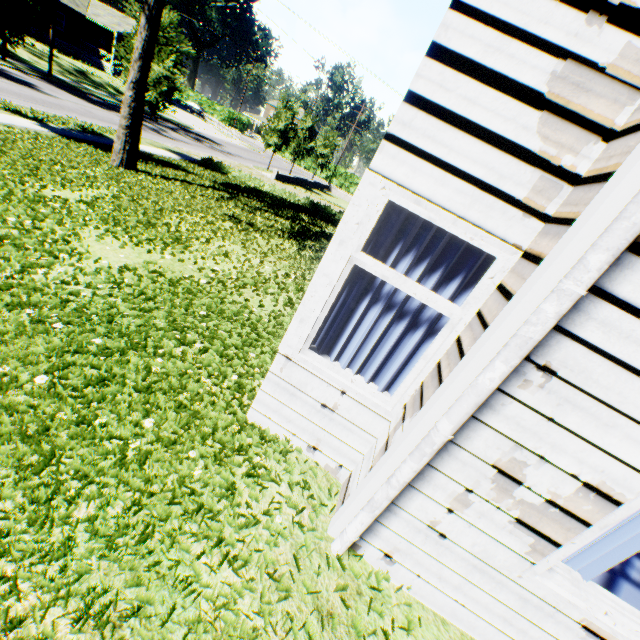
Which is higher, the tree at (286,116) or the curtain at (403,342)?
the tree at (286,116)

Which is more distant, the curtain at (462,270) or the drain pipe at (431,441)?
the curtain at (462,270)

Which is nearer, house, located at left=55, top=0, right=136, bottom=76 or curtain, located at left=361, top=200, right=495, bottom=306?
curtain, located at left=361, top=200, right=495, bottom=306

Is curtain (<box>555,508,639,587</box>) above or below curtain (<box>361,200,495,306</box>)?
below

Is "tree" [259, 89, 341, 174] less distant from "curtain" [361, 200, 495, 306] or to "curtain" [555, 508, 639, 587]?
"curtain" [361, 200, 495, 306]

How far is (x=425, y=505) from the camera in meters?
2.2

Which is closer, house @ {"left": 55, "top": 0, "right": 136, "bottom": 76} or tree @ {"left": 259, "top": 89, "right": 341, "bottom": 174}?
tree @ {"left": 259, "top": 89, "right": 341, "bottom": 174}

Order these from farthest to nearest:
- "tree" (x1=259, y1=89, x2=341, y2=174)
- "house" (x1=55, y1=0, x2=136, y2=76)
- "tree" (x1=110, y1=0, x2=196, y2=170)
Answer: "house" (x1=55, y1=0, x2=136, y2=76) < "tree" (x1=259, y1=89, x2=341, y2=174) < "tree" (x1=110, y1=0, x2=196, y2=170)
